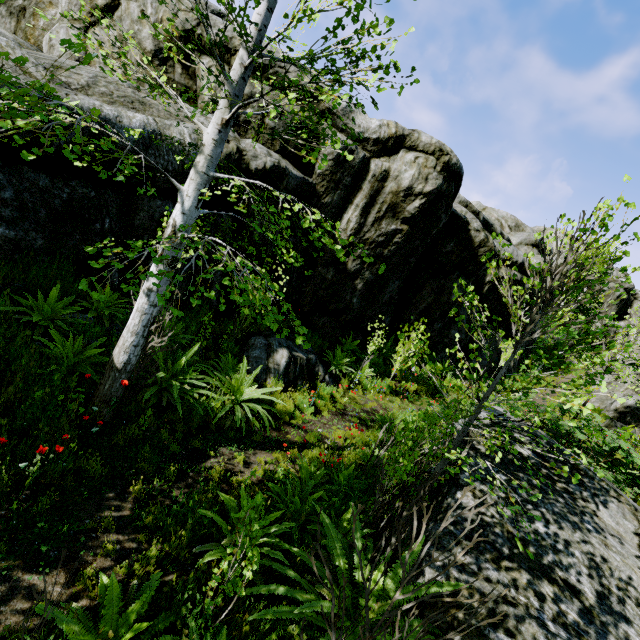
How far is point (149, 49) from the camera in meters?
7.8

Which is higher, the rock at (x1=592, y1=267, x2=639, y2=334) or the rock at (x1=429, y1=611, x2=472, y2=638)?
the rock at (x1=592, y1=267, x2=639, y2=334)

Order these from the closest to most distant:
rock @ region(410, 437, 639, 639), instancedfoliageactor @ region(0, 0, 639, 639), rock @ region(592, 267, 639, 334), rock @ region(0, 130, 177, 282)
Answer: instancedfoliageactor @ region(0, 0, 639, 639), rock @ region(410, 437, 639, 639), rock @ region(0, 130, 177, 282), rock @ region(592, 267, 639, 334)

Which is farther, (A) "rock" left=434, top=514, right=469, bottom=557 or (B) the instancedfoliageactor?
(A) "rock" left=434, top=514, right=469, bottom=557

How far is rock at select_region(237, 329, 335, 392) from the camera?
7.88m

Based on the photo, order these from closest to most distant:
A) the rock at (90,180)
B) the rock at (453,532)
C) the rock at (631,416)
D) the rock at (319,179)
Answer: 1. the rock at (453,532)
2. the rock at (90,180)
3. the rock at (319,179)
4. the rock at (631,416)

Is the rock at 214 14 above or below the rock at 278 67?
above
